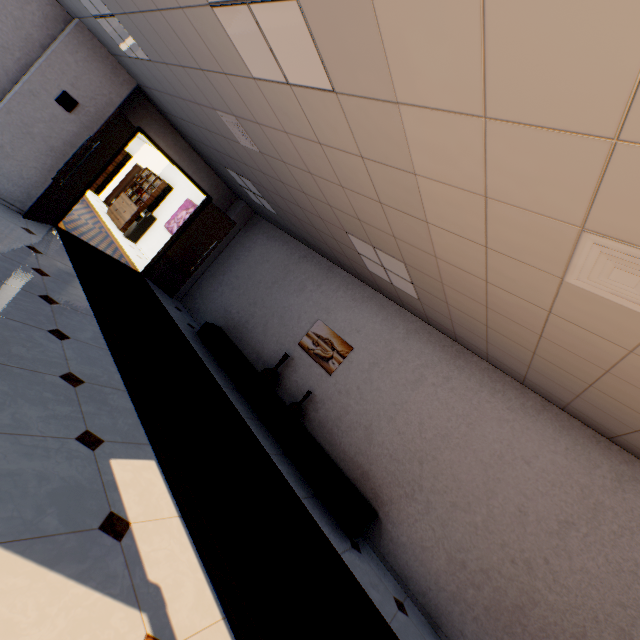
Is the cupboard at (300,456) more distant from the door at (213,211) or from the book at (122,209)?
the book at (122,209)

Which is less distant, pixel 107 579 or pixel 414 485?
pixel 107 579

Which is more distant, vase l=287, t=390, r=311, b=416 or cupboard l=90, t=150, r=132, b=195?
cupboard l=90, t=150, r=132, b=195

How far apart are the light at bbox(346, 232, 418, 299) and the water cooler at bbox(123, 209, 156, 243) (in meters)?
8.55

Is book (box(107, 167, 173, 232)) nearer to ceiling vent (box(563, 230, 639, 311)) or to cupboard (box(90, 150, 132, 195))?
cupboard (box(90, 150, 132, 195))

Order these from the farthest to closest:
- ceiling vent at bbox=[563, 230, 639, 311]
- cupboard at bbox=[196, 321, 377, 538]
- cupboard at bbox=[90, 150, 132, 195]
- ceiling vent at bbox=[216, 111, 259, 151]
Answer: cupboard at bbox=[90, 150, 132, 195]
cupboard at bbox=[196, 321, 377, 538]
ceiling vent at bbox=[216, 111, 259, 151]
ceiling vent at bbox=[563, 230, 639, 311]

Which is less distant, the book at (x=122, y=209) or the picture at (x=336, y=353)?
the picture at (x=336, y=353)

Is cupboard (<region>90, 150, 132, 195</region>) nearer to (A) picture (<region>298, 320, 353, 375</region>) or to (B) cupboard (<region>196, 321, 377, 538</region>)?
(B) cupboard (<region>196, 321, 377, 538</region>)
